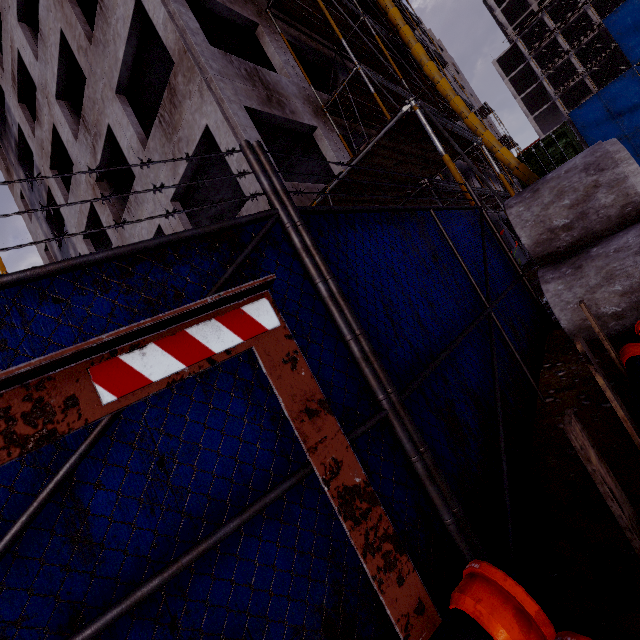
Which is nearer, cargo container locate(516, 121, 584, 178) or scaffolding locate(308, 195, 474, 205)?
scaffolding locate(308, 195, 474, 205)

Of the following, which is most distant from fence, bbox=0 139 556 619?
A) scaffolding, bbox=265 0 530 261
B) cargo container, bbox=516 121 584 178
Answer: cargo container, bbox=516 121 584 178

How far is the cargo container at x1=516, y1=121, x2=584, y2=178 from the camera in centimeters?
1345cm

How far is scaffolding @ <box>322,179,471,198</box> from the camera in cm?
628

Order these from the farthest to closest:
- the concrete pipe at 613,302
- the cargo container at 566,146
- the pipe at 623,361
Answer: the cargo container at 566,146, the concrete pipe at 613,302, the pipe at 623,361

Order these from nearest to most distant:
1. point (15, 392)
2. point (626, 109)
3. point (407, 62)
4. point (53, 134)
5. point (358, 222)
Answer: point (15, 392), point (358, 222), point (53, 134), point (407, 62), point (626, 109)

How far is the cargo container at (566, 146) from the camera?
13.5m

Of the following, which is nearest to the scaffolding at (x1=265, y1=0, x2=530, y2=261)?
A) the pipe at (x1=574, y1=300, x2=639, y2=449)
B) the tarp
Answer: the pipe at (x1=574, y1=300, x2=639, y2=449)
